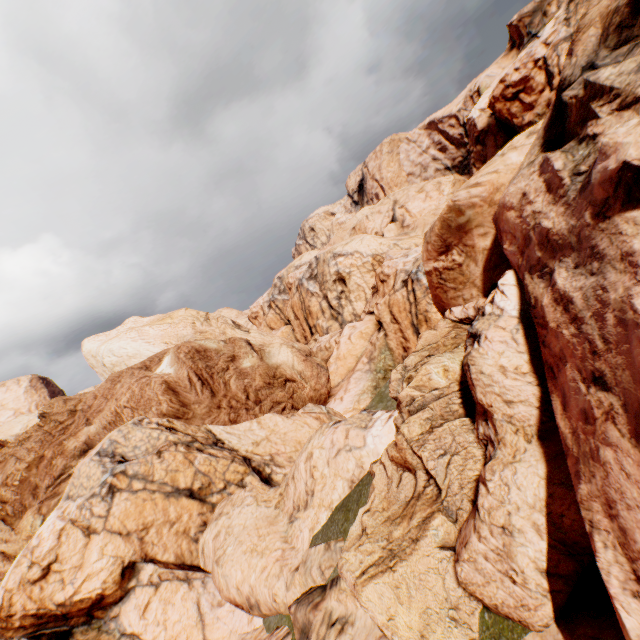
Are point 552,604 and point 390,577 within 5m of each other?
yes
